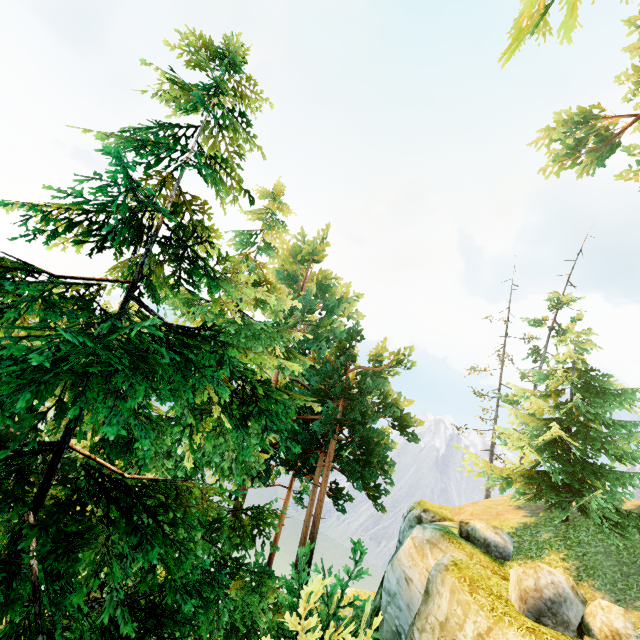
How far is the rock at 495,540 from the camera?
12.89m

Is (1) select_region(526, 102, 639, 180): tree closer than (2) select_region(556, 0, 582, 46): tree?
No

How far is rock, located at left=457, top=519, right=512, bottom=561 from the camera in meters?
12.9

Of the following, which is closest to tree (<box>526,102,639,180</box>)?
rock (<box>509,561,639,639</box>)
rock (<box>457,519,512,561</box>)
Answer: rock (<box>457,519,512,561</box>)

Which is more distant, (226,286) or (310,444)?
(310,444)

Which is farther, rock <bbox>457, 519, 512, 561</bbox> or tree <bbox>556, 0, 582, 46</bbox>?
rock <bbox>457, 519, 512, 561</bbox>

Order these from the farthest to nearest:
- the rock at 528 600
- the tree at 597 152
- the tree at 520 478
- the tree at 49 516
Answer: the tree at 597 152 < the tree at 520 478 < the rock at 528 600 < the tree at 49 516

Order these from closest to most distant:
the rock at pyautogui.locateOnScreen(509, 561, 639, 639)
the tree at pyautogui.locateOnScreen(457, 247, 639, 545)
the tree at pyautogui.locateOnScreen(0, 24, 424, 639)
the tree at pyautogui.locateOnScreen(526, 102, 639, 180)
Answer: the tree at pyautogui.locateOnScreen(0, 24, 424, 639)
the rock at pyautogui.locateOnScreen(509, 561, 639, 639)
the tree at pyautogui.locateOnScreen(457, 247, 639, 545)
the tree at pyautogui.locateOnScreen(526, 102, 639, 180)
